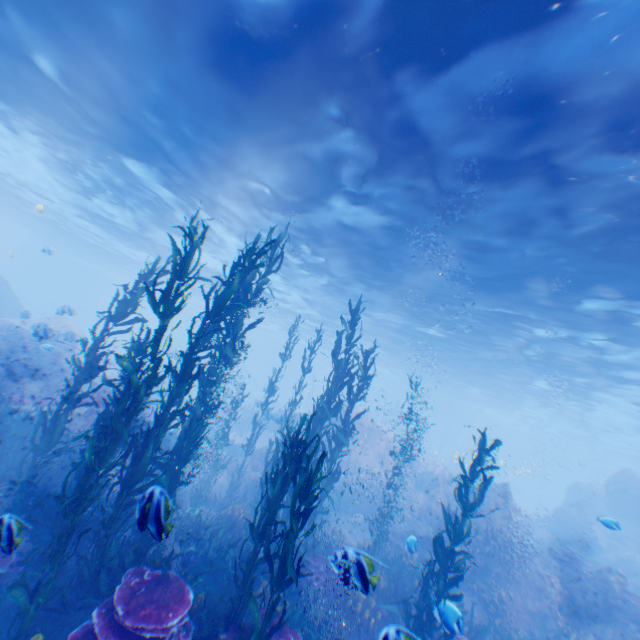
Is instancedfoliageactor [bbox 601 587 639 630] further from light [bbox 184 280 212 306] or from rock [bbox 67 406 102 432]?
light [bbox 184 280 212 306]

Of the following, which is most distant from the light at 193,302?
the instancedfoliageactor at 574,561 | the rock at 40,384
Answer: the instancedfoliageactor at 574,561

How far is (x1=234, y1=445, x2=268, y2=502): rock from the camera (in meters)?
15.23

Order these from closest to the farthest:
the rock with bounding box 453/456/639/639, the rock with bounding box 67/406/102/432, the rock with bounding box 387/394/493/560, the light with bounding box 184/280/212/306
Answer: the rock with bounding box 453/456/639/639 < the rock with bounding box 67/406/102/432 < the rock with bounding box 387/394/493/560 < the light with bounding box 184/280/212/306

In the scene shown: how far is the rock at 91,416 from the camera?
11.77m

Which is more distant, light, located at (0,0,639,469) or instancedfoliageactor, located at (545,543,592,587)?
instancedfoliageactor, located at (545,543,592,587)

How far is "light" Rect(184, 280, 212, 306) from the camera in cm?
3821

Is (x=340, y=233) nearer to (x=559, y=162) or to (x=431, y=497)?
(x=559, y=162)
